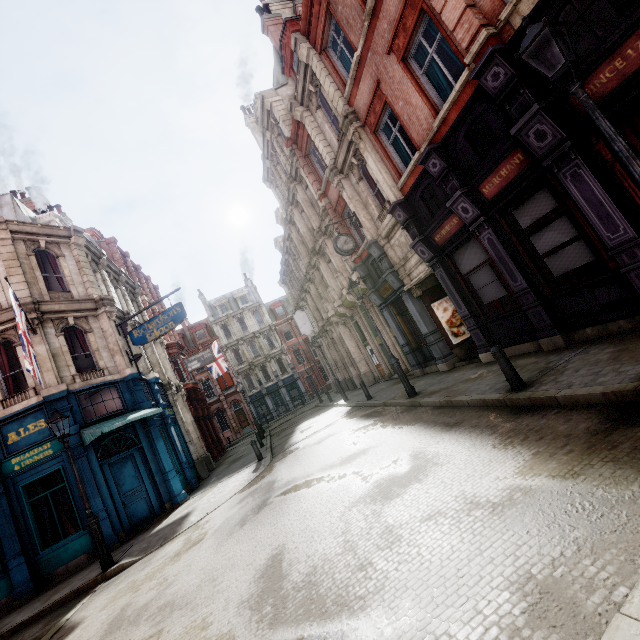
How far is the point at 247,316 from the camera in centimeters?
4766cm

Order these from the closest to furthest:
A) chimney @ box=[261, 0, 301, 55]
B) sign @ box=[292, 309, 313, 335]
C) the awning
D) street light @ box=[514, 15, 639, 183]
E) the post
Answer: street light @ box=[514, 15, 639, 183] → the post → the awning → chimney @ box=[261, 0, 301, 55] → sign @ box=[292, 309, 313, 335]

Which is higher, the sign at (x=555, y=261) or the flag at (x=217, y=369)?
the flag at (x=217, y=369)

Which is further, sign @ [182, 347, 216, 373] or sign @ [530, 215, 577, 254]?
sign @ [182, 347, 216, 373]

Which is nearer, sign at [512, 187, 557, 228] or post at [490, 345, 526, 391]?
post at [490, 345, 526, 391]

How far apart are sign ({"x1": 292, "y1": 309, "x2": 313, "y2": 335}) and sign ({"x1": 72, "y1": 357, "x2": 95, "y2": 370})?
16.1m

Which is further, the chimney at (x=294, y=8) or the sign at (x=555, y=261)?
the chimney at (x=294, y=8)

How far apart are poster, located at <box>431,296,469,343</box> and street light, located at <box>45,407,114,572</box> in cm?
1348
